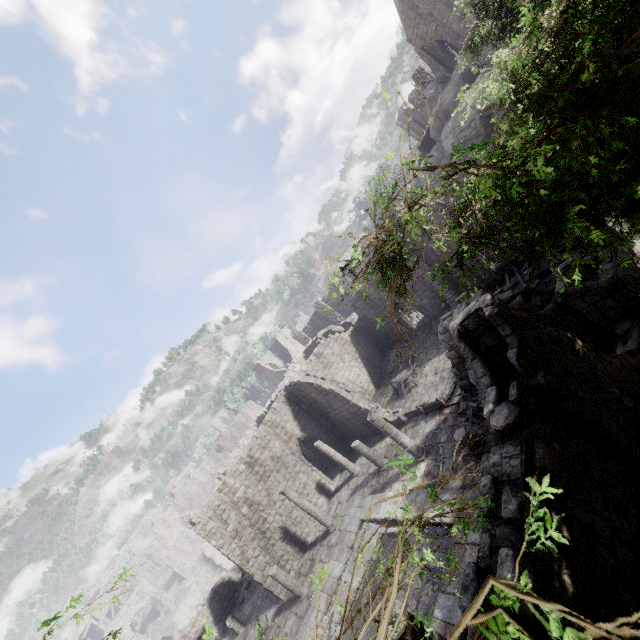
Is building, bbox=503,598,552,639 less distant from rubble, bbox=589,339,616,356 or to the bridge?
rubble, bbox=589,339,616,356

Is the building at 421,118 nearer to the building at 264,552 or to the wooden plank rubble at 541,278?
the building at 264,552

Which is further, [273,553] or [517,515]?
[273,553]

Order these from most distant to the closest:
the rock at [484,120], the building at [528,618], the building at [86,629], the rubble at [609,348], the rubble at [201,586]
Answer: the building at [86,629] → the rubble at [201,586] → the rock at [484,120] → the rubble at [609,348] → the building at [528,618]

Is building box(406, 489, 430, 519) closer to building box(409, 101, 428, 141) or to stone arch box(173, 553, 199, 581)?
stone arch box(173, 553, 199, 581)

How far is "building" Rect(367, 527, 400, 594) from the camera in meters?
13.4 m

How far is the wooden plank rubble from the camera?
15.6 meters

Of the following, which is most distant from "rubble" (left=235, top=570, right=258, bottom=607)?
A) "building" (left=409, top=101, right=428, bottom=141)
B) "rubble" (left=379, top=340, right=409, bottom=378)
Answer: "building" (left=409, top=101, right=428, bottom=141)
